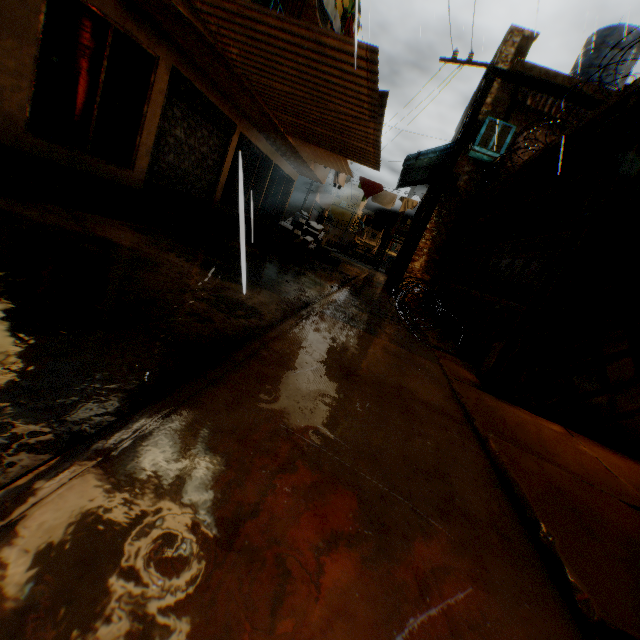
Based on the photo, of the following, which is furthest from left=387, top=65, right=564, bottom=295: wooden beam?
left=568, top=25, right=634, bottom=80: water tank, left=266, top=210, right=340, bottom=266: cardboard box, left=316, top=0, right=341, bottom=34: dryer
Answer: left=316, top=0, right=341, bottom=34: dryer

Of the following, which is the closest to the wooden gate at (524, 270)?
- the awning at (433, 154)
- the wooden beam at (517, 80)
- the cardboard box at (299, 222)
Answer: the wooden beam at (517, 80)

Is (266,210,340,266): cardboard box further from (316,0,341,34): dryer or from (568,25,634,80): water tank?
(568,25,634,80): water tank

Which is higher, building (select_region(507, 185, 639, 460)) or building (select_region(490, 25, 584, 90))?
building (select_region(490, 25, 584, 90))

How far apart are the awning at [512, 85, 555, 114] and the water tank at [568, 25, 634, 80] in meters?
2.2

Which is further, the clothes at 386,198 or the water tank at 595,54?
the clothes at 386,198

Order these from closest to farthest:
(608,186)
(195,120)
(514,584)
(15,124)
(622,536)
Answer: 1. (514,584)
2. (622,536)
3. (608,186)
4. (15,124)
5. (195,120)

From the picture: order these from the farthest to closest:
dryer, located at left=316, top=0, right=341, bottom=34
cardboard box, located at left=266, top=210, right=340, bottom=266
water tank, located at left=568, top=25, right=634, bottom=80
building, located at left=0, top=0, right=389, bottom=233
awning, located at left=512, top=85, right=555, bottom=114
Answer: cardboard box, located at left=266, top=210, right=340, bottom=266 < water tank, located at left=568, top=25, right=634, bottom=80 < dryer, located at left=316, top=0, right=341, bottom=34 < awning, located at left=512, top=85, right=555, bottom=114 < building, located at left=0, top=0, right=389, bottom=233
